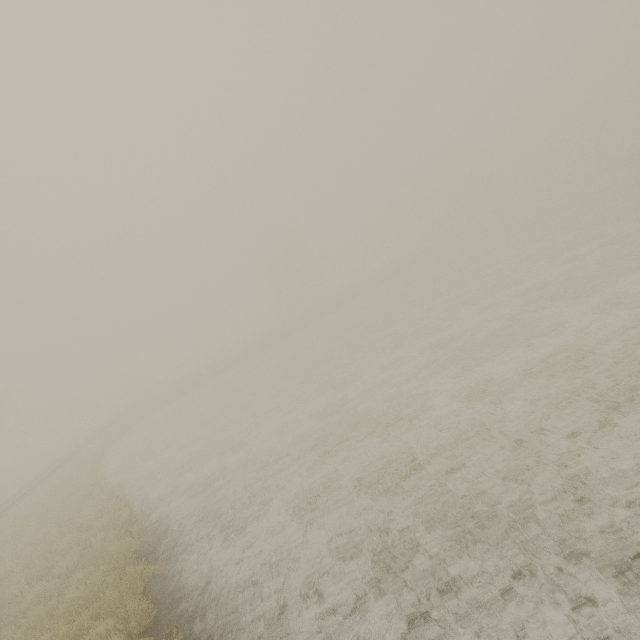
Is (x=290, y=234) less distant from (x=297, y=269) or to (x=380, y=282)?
(x=297, y=269)
